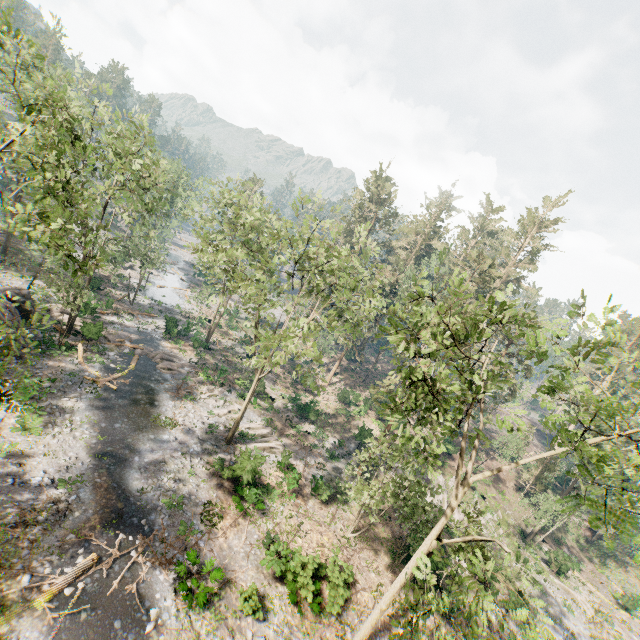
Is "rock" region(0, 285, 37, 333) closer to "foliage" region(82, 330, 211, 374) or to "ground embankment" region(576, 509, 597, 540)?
"foliage" region(82, 330, 211, 374)

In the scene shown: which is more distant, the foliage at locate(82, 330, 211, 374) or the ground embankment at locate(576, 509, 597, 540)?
the ground embankment at locate(576, 509, 597, 540)

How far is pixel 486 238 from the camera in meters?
58.4 m

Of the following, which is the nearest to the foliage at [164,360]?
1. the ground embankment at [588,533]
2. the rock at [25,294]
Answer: the ground embankment at [588,533]

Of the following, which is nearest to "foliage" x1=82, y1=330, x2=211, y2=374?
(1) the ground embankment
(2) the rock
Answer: (1) the ground embankment

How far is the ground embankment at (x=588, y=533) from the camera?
41.8m
